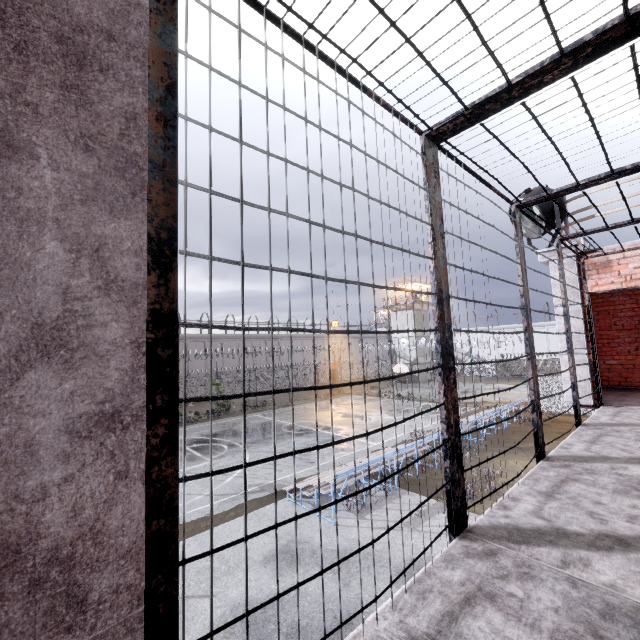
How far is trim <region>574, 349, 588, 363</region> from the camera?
6.4m

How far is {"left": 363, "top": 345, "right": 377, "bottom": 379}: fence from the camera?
36.3 meters

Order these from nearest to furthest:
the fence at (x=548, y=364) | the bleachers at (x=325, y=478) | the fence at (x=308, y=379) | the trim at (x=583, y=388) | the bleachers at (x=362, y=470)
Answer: →
1. the trim at (x=583, y=388)
2. the bleachers at (x=325, y=478)
3. the bleachers at (x=362, y=470)
4. the fence at (x=548, y=364)
5. the fence at (x=308, y=379)

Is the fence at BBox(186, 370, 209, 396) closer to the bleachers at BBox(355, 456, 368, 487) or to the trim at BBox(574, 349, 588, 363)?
the trim at BBox(574, 349, 588, 363)

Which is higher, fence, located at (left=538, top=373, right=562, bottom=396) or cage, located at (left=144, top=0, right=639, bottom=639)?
cage, located at (left=144, top=0, right=639, bottom=639)

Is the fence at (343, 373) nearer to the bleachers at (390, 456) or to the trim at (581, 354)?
the trim at (581, 354)

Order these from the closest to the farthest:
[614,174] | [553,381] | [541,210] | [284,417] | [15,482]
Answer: [15,482] < [614,174] < [541,210] < [553,381] < [284,417]
